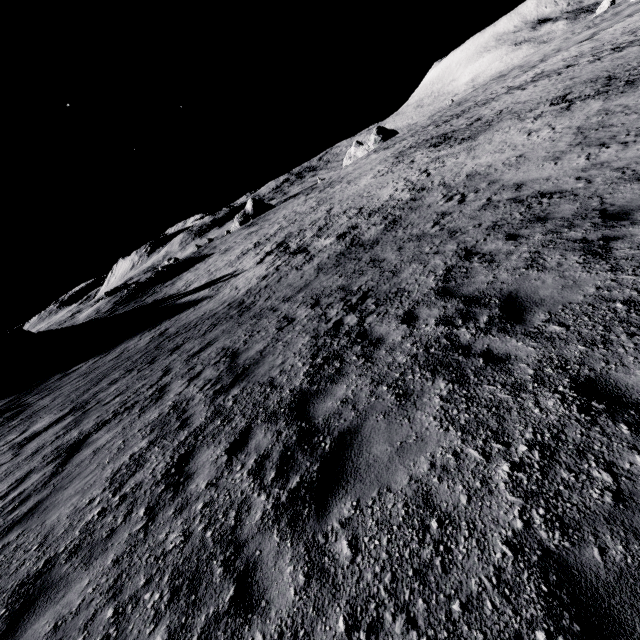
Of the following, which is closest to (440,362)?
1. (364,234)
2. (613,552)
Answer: (613,552)
